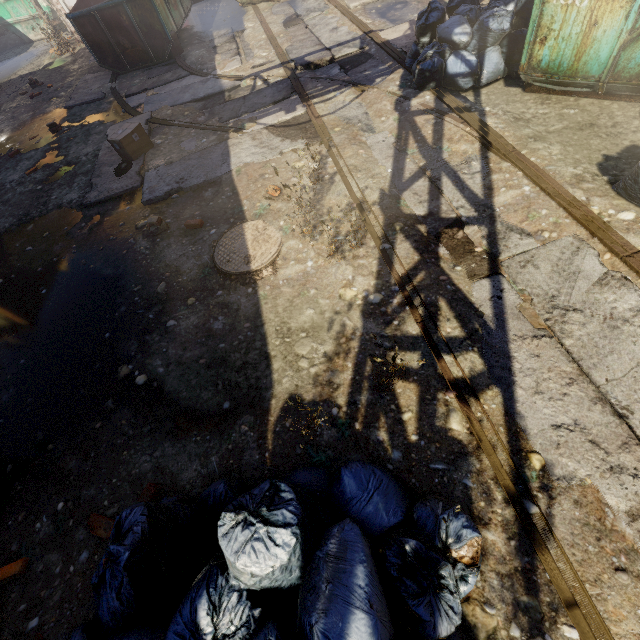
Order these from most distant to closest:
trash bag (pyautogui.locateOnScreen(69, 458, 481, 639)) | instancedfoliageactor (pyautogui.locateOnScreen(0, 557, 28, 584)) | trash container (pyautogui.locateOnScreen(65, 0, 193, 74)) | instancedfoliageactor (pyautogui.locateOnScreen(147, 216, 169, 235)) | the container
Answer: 1. the container
2. trash container (pyautogui.locateOnScreen(65, 0, 193, 74))
3. instancedfoliageactor (pyautogui.locateOnScreen(147, 216, 169, 235))
4. instancedfoliageactor (pyautogui.locateOnScreen(0, 557, 28, 584))
5. trash bag (pyautogui.locateOnScreen(69, 458, 481, 639))

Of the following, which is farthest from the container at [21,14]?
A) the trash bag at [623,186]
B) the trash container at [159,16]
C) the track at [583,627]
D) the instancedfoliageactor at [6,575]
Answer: the trash bag at [623,186]

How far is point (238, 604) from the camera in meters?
1.6

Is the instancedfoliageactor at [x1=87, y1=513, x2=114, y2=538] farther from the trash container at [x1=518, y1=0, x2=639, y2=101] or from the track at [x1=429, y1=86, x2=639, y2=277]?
the trash container at [x1=518, y1=0, x2=639, y2=101]

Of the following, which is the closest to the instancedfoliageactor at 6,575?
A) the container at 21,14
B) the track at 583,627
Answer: the track at 583,627

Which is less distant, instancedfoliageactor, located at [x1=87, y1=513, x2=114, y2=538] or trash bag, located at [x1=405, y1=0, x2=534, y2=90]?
instancedfoliageactor, located at [x1=87, y1=513, x2=114, y2=538]

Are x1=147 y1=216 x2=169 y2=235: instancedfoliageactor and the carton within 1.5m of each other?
no

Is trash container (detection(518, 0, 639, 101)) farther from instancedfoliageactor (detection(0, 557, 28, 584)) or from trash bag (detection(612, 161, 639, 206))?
instancedfoliageactor (detection(0, 557, 28, 584))
